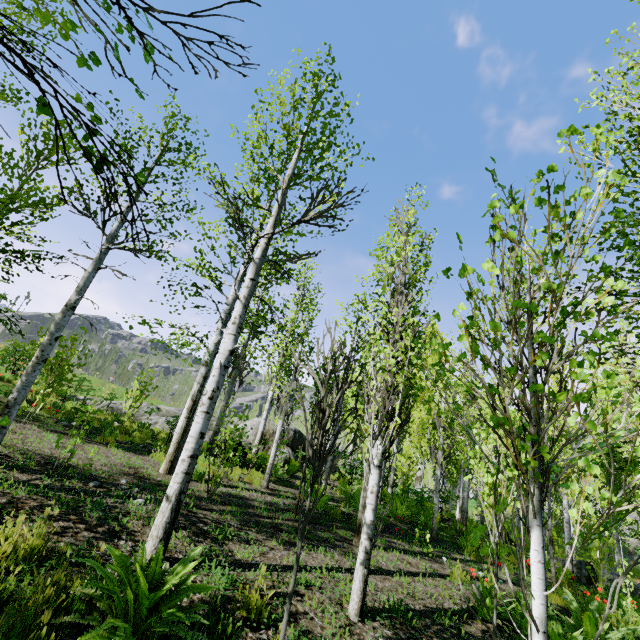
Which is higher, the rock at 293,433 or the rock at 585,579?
the rock at 293,433

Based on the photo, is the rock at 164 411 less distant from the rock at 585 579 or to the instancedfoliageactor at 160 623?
the instancedfoliageactor at 160 623

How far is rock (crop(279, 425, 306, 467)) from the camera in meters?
16.3 m

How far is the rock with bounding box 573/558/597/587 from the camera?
11.2m

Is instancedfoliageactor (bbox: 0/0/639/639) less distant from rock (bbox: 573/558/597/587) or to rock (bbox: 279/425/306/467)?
rock (bbox: 279/425/306/467)

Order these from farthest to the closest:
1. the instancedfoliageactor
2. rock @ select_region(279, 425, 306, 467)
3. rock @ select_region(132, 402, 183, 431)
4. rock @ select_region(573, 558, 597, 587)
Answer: rock @ select_region(279, 425, 306, 467) → rock @ select_region(132, 402, 183, 431) → rock @ select_region(573, 558, 597, 587) → the instancedfoliageactor

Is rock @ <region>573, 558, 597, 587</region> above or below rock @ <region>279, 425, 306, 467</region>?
below

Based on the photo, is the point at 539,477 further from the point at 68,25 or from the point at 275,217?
the point at 275,217
